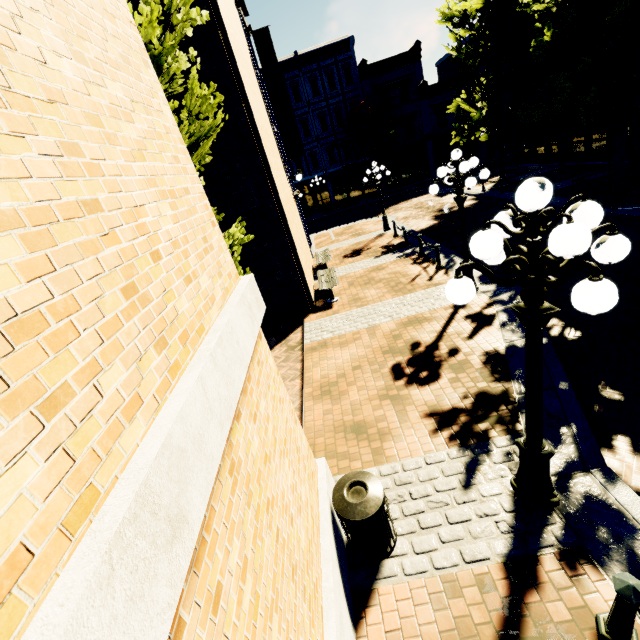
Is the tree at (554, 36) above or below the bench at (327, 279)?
above

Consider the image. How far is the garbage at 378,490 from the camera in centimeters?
349cm

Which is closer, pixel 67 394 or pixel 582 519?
pixel 67 394

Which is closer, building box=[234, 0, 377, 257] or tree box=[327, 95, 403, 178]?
building box=[234, 0, 377, 257]

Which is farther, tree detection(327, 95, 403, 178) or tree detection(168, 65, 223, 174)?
tree detection(327, 95, 403, 178)

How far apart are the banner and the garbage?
15.2m

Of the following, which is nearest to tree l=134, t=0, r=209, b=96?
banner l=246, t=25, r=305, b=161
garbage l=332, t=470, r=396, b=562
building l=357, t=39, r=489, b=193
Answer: building l=357, t=39, r=489, b=193

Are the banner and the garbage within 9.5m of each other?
no
